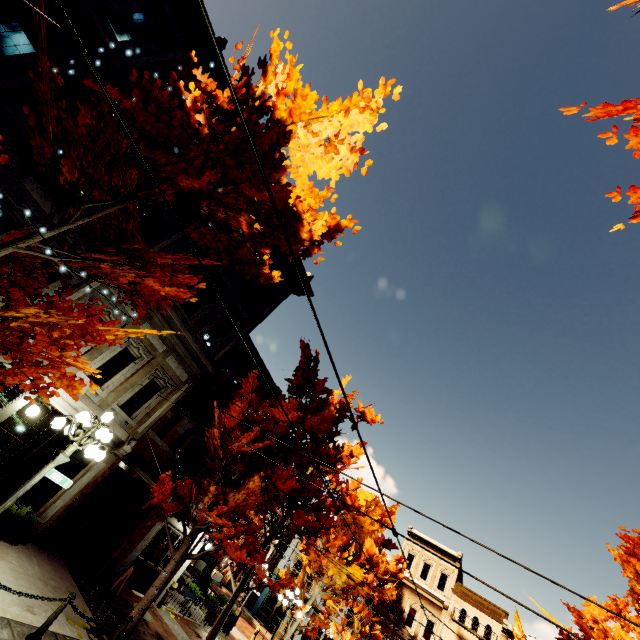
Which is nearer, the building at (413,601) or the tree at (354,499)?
the tree at (354,499)

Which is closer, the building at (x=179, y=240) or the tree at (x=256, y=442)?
the tree at (x=256, y=442)

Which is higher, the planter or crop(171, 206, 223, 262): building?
crop(171, 206, 223, 262): building

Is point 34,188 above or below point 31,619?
above

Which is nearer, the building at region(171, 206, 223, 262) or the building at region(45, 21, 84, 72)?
the building at region(45, 21, 84, 72)

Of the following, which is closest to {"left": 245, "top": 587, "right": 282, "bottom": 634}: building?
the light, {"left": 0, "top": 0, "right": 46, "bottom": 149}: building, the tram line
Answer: {"left": 0, "top": 0, "right": 46, "bottom": 149}: building

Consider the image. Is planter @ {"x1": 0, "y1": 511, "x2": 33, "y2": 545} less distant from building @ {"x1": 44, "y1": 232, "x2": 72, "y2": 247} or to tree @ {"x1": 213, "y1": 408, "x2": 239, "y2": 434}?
building @ {"x1": 44, "y1": 232, "x2": 72, "y2": 247}

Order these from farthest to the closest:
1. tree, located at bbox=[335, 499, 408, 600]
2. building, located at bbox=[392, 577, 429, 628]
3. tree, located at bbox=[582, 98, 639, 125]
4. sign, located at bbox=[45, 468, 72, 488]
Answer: building, located at bbox=[392, 577, 429, 628] → tree, located at bbox=[335, 499, 408, 600] → sign, located at bbox=[45, 468, 72, 488] → tree, located at bbox=[582, 98, 639, 125]
